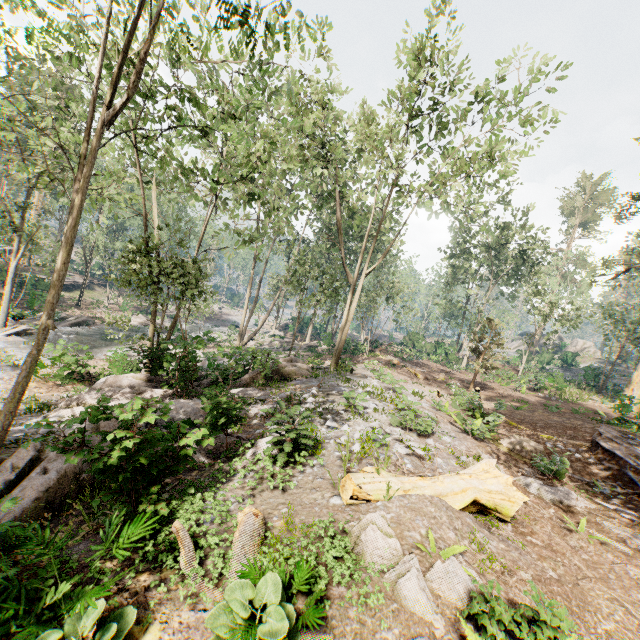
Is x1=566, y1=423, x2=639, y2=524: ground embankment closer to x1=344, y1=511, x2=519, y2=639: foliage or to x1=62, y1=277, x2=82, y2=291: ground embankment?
x1=344, y1=511, x2=519, y2=639: foliage

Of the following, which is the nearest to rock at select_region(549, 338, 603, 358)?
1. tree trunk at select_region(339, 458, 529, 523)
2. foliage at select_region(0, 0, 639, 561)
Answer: foliage at select_region(0, 0, 639, 561)

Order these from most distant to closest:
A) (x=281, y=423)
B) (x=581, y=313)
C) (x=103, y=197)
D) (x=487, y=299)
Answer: (x=487, y=299)
(x=581, y=313)
(x=103, y=197)
(x=281, y=423)

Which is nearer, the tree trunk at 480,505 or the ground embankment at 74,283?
the tree trunk at 480,505

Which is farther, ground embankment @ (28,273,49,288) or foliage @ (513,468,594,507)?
ground embankment @ (28,273,49,288)

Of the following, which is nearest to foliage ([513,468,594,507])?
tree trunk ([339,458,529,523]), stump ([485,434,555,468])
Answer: stump ([485,434,555,468])

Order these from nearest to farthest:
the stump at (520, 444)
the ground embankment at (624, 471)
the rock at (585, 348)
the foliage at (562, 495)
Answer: the foliage at (562, 495) < the ground embankment at (624, 471) < the stump at (520, 444) < the rock at (585, 348)

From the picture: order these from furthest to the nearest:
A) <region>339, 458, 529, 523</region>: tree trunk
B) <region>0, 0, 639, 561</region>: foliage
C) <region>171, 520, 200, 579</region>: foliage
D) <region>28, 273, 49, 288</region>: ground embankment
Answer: <region>28, 273, 49, 288</region>: ground embankment
<region>0, 0, 639, 561</region>: foliage
<region>339, 458, 529, 523</region>: tree trunk
<region>171, 520, 200, 579</region>: foliage
